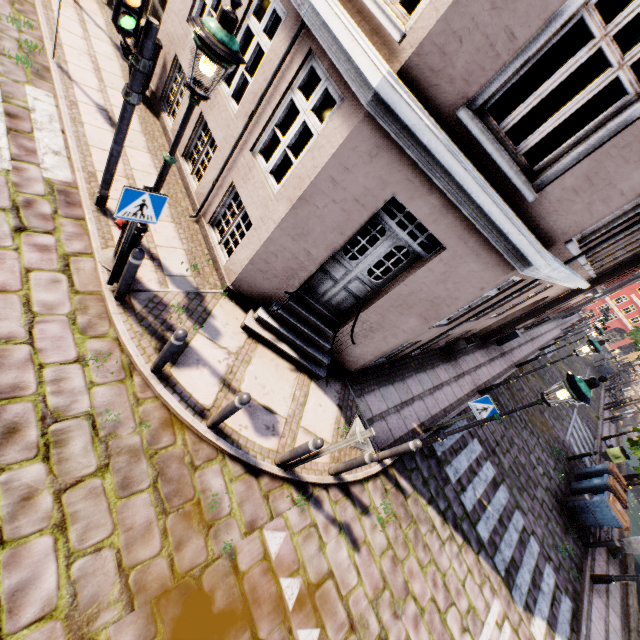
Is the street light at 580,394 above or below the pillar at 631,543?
above

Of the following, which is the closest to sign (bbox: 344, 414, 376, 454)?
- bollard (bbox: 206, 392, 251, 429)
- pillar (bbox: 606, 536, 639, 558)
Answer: bollard (bbox: 206, 392, 251, 429)

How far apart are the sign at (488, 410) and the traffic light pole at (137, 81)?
8.1m

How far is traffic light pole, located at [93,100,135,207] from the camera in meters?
4.5 m

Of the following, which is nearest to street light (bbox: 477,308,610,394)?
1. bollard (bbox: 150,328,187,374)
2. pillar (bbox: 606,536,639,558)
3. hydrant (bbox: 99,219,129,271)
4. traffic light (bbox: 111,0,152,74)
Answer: pillar (bbox: 606,536,639,558)

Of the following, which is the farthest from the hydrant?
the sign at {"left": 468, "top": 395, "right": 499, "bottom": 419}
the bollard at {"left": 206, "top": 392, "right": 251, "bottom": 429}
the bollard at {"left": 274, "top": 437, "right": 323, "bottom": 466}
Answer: the sign at {"left": 468, "top": 395, "right": 499, "bottom": 419}

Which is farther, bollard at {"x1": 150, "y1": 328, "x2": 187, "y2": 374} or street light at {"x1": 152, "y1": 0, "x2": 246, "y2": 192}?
bollard at {"x1": 150, "y1": 328, "x2": 187, "y2": 374}

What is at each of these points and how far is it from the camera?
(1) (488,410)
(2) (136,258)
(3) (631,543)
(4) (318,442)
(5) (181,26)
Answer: (1) sign, 7.0m
(2) bollard, 4.2m
(3) pillar, 11.1m
(4) bollard, 4.5m
(5) building, 7.0m
